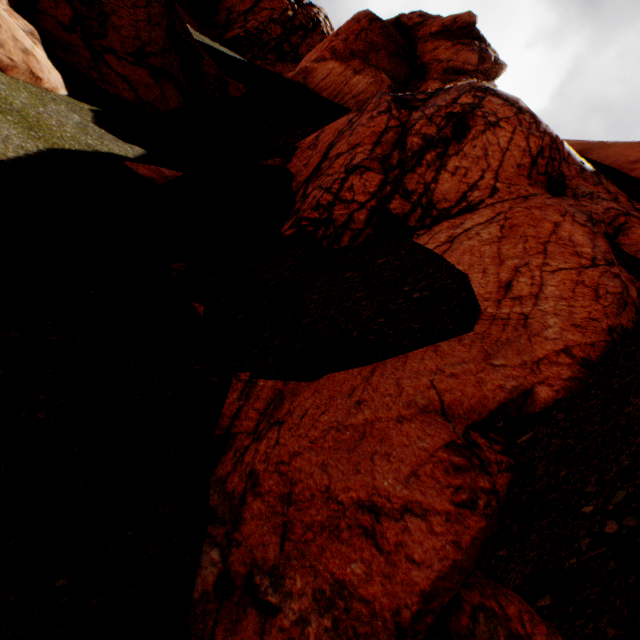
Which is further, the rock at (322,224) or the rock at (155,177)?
the rock at (155,177)

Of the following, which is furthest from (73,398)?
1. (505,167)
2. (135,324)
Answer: (505,167)

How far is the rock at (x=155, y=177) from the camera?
6.8 meters

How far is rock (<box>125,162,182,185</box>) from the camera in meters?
6.8 m

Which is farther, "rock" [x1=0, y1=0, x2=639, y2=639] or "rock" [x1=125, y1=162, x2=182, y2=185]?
"rock" [x1=125, y1=162, x2=182, y2=185]
